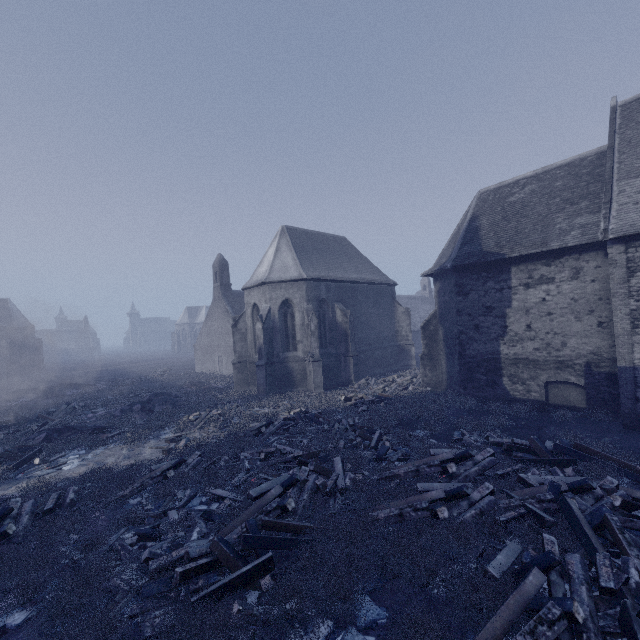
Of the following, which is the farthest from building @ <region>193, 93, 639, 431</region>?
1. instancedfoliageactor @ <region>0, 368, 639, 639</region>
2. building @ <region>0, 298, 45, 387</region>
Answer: building @ <region>0, 298, 45, 387</region>

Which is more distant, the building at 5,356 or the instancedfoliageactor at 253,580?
the building at 5,356

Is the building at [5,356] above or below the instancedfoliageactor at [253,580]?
above

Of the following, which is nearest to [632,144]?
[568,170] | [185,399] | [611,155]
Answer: [611,155]

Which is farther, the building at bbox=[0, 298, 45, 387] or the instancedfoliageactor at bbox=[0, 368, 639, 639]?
the building at bbox=[0, 298, 45, 387]

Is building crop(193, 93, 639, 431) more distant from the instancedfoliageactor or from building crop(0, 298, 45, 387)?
building crop(0, 298, 45, 387)
